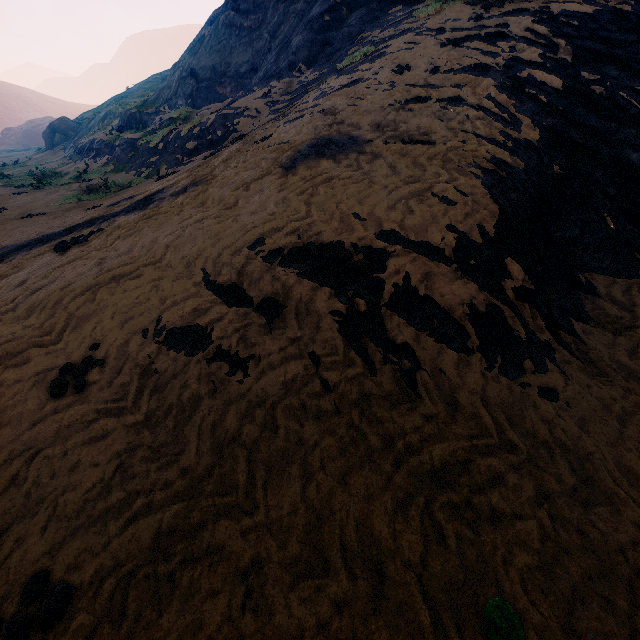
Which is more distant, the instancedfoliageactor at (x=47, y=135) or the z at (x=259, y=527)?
the instancedfoliageactor at (x=47, y=135)

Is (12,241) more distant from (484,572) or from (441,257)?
(484,572)

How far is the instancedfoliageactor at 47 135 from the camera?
34.0m

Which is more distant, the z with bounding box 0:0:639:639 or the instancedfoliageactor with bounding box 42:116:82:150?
the instancedfoliageactor with bounding box 42:116:82:150

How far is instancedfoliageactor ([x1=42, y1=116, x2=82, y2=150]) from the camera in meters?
34.0 m
